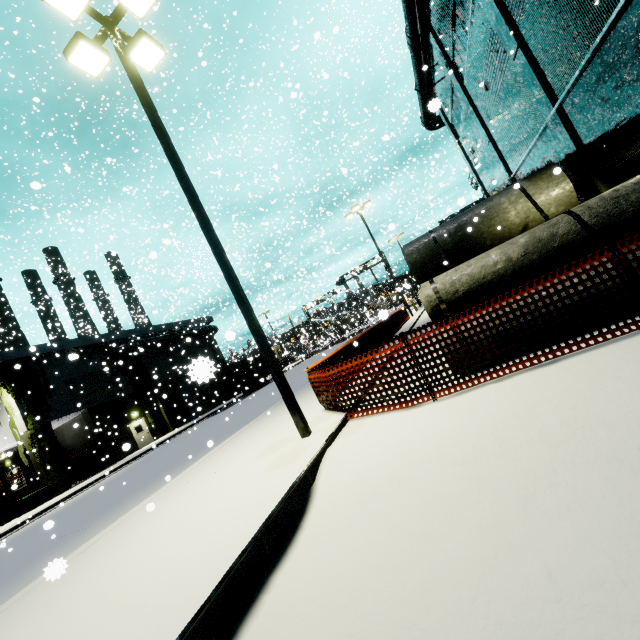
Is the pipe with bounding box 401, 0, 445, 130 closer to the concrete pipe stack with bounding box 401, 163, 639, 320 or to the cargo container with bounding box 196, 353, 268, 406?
the cargo container with bounding box 196, 353, 268, 406

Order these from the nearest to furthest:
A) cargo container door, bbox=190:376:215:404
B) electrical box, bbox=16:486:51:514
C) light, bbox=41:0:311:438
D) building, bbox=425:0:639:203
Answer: cargo container door, bbox=190:376:215:404 < light, bbox=41:0:311:438 < building, bbox=425:0:639:203 < electrical box, bbox=16:486:51:514

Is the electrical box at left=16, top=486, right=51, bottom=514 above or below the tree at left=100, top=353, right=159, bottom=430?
below

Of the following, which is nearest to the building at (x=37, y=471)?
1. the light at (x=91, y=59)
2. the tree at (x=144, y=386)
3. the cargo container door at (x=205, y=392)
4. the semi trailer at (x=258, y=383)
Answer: the tree at (x=144, y=386)

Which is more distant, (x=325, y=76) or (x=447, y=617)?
(x=325, y=76)

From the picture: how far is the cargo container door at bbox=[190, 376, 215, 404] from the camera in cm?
220

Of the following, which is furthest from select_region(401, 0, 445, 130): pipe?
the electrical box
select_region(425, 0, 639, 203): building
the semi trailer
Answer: the electrical box

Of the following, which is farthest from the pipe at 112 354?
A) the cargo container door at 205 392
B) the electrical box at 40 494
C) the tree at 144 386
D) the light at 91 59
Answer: the light at 91 59
